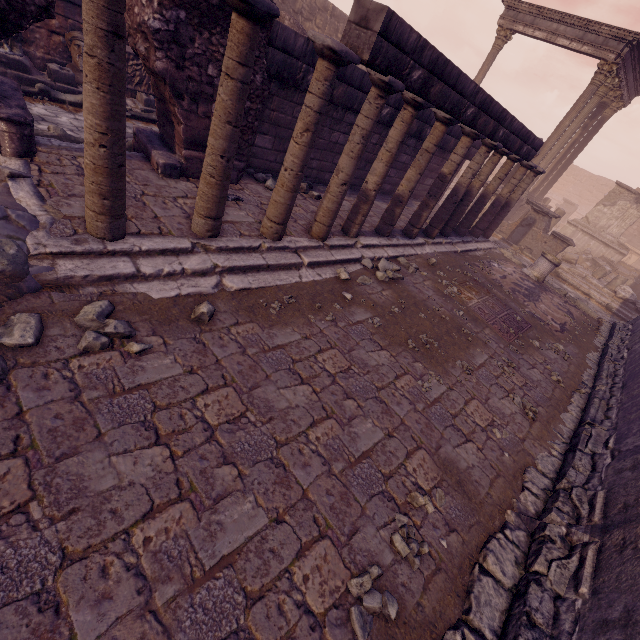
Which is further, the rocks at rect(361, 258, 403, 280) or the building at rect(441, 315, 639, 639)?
the rocks at rect(361, 258, 403, 280)

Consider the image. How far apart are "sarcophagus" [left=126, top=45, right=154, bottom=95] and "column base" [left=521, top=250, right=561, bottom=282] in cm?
1125

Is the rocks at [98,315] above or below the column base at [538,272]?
below

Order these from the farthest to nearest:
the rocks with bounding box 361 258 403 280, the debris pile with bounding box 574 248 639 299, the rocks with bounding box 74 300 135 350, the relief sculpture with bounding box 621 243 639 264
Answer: the relief sculpture with bounding box 621 243 639 264
the debris pile with bounding box 574 248 639 299
the rocks with bounding box 361 258 403 280
the rocks with bounding box 74 300 135 350

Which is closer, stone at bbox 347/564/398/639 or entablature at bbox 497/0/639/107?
stone at bbox 347/564/398/639

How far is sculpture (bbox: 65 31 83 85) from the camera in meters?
7.3 m

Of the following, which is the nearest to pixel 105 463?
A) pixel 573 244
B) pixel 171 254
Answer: pixel 171 254

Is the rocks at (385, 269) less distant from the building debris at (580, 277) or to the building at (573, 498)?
the building at (573, 498)
